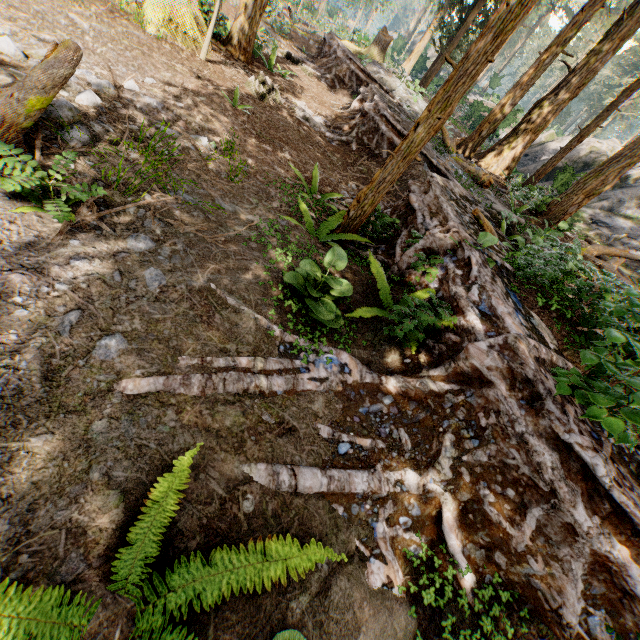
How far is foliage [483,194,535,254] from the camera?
7.2 meters

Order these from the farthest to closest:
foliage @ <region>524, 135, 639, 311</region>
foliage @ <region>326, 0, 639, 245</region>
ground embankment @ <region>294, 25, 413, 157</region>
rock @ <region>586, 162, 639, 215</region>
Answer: rock @ <region>586, 162, 639, 215</region> < ground embankment @ <region>294, 25, 413, 157</region> < foliage @ <region>524, 135, 639, 311</region> < foliage @ <region>326, 0, 639, 245</region>

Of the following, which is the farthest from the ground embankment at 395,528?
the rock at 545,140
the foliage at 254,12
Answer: the rock at 545,140

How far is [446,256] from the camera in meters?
5.0

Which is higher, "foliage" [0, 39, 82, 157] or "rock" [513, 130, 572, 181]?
"rock" [513, 130, 572, 181]

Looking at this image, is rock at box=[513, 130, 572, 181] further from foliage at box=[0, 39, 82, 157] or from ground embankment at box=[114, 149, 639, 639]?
ground embankment at box=[114, 149, 639, 639]
